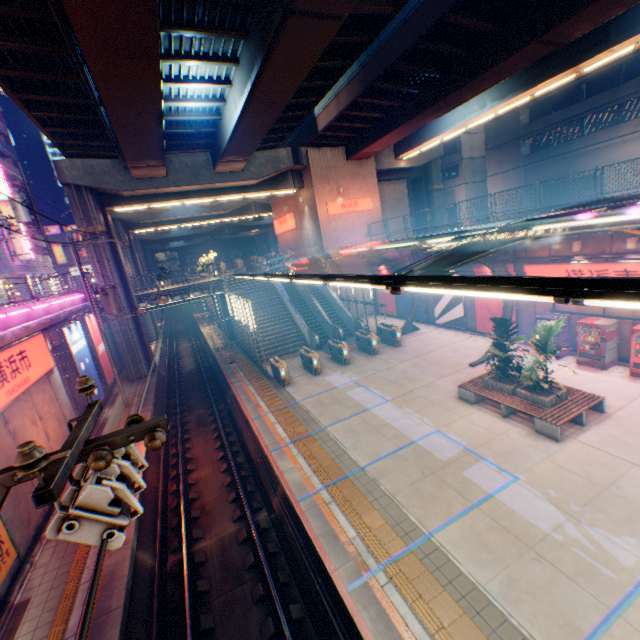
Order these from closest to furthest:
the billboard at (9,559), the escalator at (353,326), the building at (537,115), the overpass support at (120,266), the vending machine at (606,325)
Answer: the billboard at (9,559)
the vending machine at (606,325)
the overpass support at (120,266)
the escalator at (353,326)
the building at (537,115)

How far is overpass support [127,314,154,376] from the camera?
23.7 meters

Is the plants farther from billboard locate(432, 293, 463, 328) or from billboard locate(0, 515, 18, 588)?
billboard locate(0, 515, 18, 588)

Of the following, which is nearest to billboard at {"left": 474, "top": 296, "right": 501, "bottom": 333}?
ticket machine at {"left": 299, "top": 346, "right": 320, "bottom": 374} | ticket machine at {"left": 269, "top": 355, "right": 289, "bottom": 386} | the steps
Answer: ticket machine at {"left": 299, "top": 346, "right": 320, "bottom": 374}

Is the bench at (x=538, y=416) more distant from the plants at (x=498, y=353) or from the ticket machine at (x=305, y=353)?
the ticket machine at (x=305, y=353)

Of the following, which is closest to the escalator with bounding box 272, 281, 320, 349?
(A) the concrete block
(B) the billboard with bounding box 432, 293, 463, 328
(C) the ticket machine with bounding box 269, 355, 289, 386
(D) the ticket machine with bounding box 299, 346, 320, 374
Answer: (D) the ticket machine with bounding box 299, 346, 320, 374

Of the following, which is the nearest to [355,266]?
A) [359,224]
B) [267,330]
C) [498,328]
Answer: [359,224]

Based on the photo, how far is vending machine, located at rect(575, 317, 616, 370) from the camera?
13.51m
